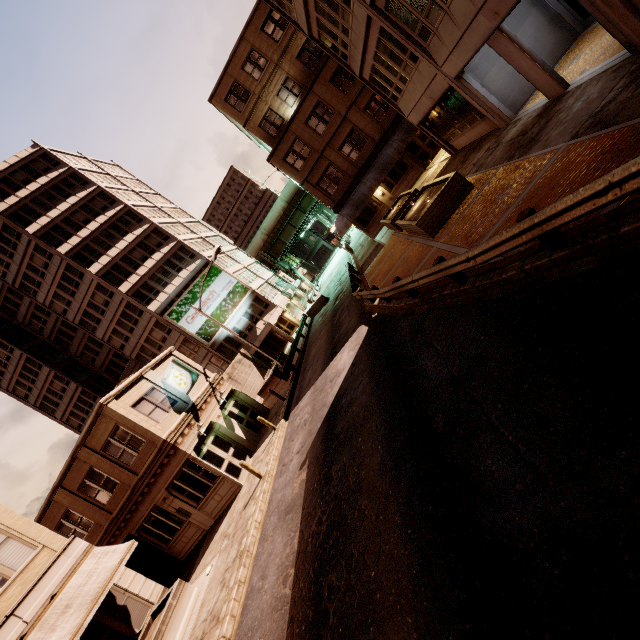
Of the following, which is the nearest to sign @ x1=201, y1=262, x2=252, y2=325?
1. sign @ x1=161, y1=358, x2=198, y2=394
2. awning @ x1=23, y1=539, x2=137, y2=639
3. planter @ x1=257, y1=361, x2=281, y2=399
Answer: planter @ x1=257, y1=361, x2=281, y2=399

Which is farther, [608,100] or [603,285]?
[608,100]

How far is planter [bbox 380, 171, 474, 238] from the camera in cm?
1289

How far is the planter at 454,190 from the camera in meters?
12.9 m

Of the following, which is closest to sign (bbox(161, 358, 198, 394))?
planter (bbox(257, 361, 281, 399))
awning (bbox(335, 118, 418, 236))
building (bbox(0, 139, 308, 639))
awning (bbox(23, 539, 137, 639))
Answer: building (bbox(0, 139, 308, 639))

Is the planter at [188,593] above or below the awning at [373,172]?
below

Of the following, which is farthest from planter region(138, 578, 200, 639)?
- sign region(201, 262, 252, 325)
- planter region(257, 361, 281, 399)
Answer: sign region(201, 262, 252, 325)

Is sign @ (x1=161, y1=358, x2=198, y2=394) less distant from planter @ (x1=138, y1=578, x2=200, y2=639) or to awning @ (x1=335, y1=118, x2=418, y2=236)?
planter @ (x1=138, y1=578, x2=200, y2=639)
